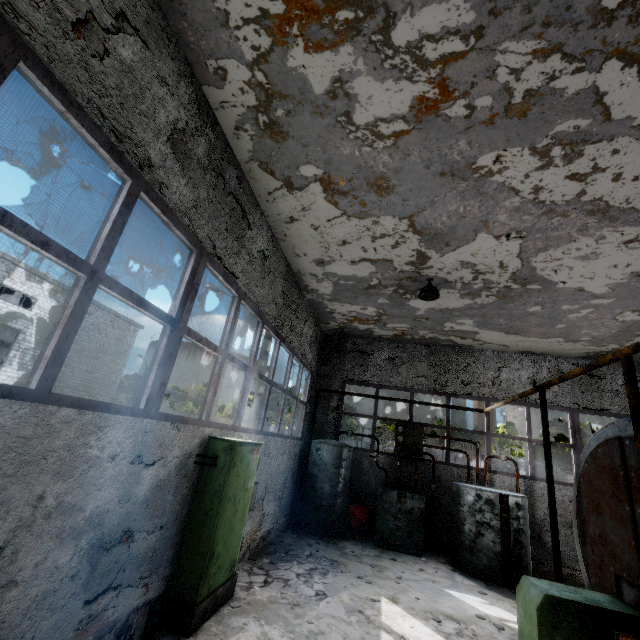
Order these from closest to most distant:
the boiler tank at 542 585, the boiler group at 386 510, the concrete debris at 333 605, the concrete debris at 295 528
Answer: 1. the boiler tank at 542 585
2. the concrete debris at 333 605
3. the boiler group at 386 510
4. the concrete debris at 295 528

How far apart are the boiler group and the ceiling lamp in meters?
5.2

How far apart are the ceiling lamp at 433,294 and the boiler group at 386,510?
5.21m

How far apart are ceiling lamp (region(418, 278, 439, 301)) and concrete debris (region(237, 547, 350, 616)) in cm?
651

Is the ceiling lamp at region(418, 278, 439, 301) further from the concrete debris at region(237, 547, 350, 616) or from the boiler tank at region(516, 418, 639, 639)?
the concrete debris at region(237, 547, 350, 616)

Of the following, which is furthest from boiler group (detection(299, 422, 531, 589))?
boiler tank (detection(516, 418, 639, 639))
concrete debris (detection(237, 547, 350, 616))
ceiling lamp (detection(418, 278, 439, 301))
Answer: ceiling lamp (detection(418, 278, 439, 301))

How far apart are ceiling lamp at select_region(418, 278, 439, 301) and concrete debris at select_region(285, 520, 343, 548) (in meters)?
7.26

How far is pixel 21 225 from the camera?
2.5 meters
